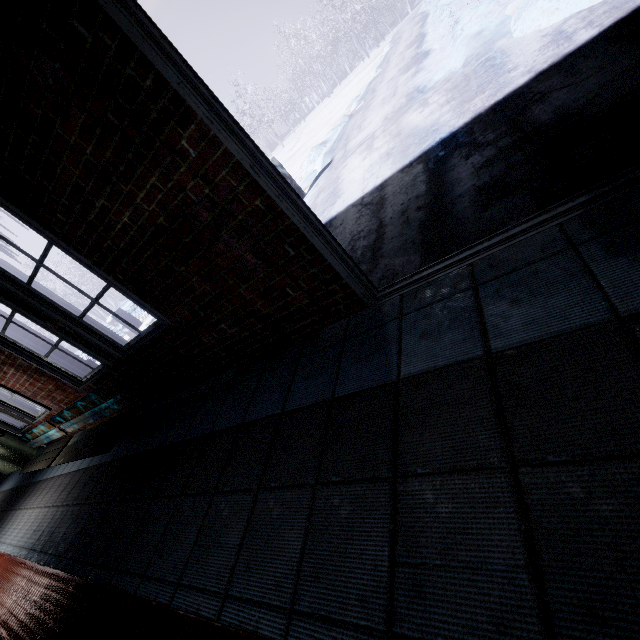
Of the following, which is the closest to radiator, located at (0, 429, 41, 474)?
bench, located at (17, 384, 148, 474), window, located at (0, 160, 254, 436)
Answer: window, located at (0, 160, 254, 436)

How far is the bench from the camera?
2.8 meters

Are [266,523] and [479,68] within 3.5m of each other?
no

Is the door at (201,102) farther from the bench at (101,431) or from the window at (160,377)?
the bench at (101,431)

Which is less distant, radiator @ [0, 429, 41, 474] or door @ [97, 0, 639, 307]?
door @ [97, 0, 639, 307]

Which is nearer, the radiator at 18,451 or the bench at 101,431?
the bench at 101,431

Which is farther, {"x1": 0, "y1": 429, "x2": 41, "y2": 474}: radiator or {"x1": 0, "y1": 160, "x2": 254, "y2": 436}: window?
{"x1": 0, "y1": 429, "x2": 41, "y2": 474}: radiator

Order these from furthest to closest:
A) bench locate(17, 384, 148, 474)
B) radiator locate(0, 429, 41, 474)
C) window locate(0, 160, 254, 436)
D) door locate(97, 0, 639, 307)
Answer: radiator locate(0, 429, 41, 474), bench locate(17, 384, 148, 474), window locate(0, 160, 254, 436), door locate(97, 0, 639, 307)
